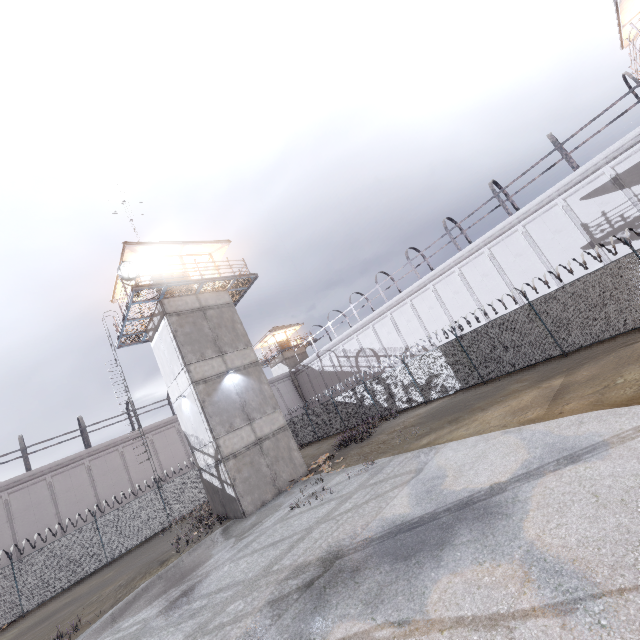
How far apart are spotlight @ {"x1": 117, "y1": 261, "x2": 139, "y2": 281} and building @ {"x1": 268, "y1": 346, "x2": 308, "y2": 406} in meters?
28.3 m

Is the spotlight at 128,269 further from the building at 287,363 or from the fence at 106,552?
the building at 287,363

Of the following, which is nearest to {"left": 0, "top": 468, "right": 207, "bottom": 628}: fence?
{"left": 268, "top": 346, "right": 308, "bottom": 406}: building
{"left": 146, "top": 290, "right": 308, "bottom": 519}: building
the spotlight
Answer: {"left": 146, "top": 290, "right": 308, "bottom": 519}: building

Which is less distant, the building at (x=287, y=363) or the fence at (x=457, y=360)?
the fence at (x=457, y=360)

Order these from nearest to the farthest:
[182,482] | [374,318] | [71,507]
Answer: [182,482], [71,507], [374,318]

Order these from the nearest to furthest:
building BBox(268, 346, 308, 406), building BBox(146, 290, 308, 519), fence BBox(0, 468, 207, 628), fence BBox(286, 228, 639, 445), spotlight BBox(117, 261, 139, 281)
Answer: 1. fence BBox(286, 228, 639, 445)
2. spotlight BBox(117, 261, 139, 281)
3. building BBox(146, 290, 308, 519)
4. fence BBox(0, 468, 207, 628)
5. building BBox(268, 346, 308, 406)

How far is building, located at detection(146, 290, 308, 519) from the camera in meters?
15.7 m

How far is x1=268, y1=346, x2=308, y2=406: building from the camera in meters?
42.1
